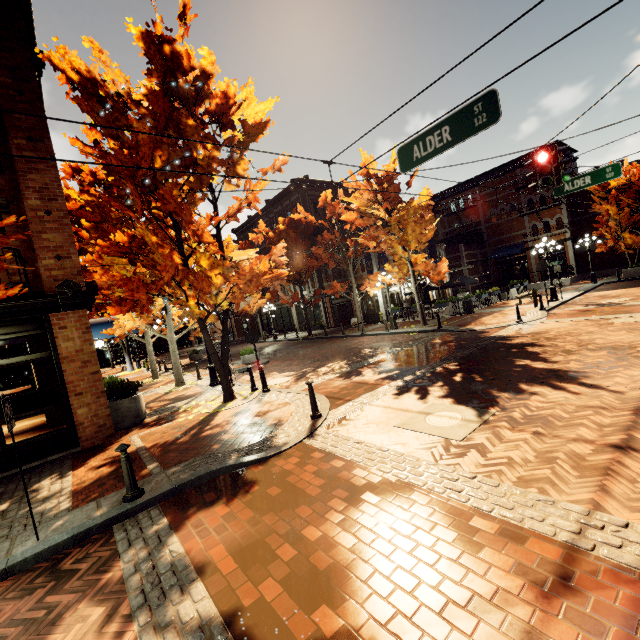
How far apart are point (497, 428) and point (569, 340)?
6.66m

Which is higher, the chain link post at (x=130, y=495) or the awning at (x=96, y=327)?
→ the awning at (x=96, y=327)

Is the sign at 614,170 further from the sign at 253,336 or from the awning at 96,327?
the awning at 96,327

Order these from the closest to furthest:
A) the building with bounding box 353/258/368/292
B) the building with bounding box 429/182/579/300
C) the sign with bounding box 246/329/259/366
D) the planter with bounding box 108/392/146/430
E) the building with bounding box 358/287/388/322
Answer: the planter with bounding box 108/392/146/430, the sign with bounding box 246/329/259/366, the building with bounding box 358/287/388/322, the building with bounding box 353/258/368/292, the building with bounding box 429/182/579/300

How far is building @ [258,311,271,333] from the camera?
39.8m

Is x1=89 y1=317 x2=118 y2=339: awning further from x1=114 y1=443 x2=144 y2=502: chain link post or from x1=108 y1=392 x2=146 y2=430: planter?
x1=114 y1=443 x2=144 y2=502: chain link post

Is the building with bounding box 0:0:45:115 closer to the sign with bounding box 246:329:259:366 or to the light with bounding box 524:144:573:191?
the sign with bounding box 246:329:259:366

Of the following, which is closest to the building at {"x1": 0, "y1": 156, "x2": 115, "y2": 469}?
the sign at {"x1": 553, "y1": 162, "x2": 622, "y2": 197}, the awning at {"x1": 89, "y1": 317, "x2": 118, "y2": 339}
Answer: the awning at {"x1": 89, "y1": 317, "x2": 118, "y2": 339}
